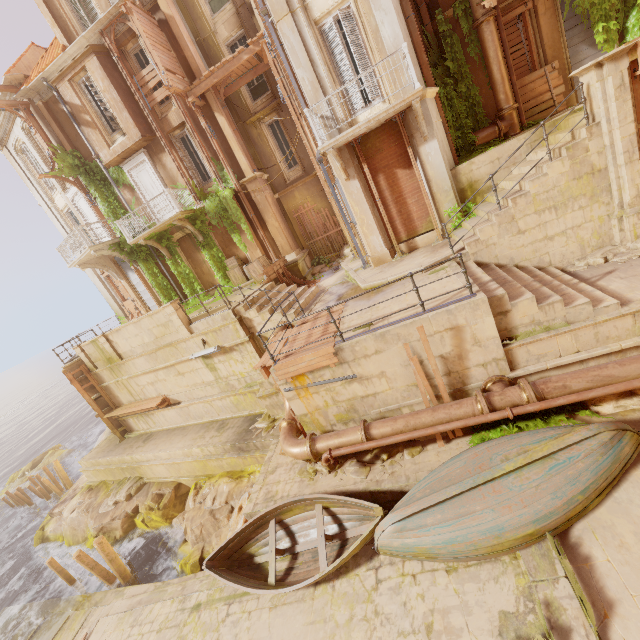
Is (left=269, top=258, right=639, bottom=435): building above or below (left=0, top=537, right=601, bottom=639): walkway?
above

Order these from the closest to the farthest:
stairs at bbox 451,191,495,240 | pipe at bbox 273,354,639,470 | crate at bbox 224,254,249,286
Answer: pipe at bbox 273,354,639,470 → stairs at bbox 451,191,495,240 → crate at bbox 224,254,249,286

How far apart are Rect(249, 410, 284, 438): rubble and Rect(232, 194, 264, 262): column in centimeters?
746cm

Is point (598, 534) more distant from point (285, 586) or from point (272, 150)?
point (272, 150)

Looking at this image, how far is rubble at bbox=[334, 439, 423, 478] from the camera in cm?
819

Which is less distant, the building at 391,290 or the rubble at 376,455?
the rubble at 376,455

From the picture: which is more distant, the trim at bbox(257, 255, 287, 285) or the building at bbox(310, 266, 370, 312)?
the trim at bbox(257, 255, 287, 285)

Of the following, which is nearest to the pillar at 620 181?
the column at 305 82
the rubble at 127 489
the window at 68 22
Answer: the column at 305 82
